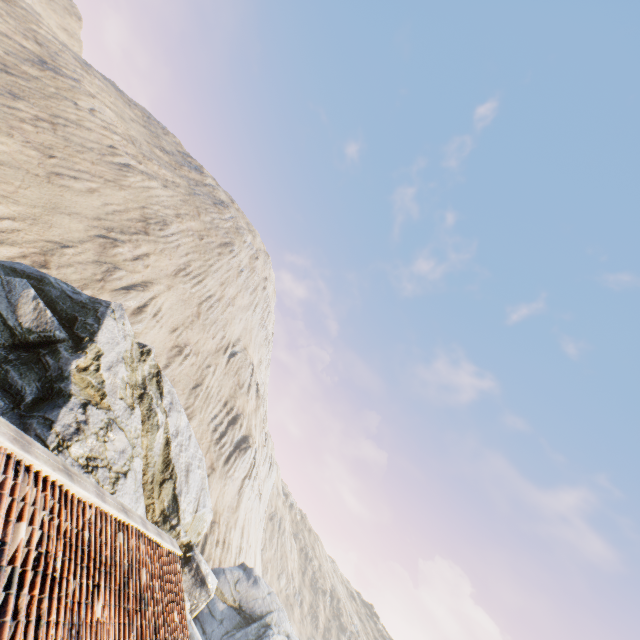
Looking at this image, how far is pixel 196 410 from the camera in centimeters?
3806cm
